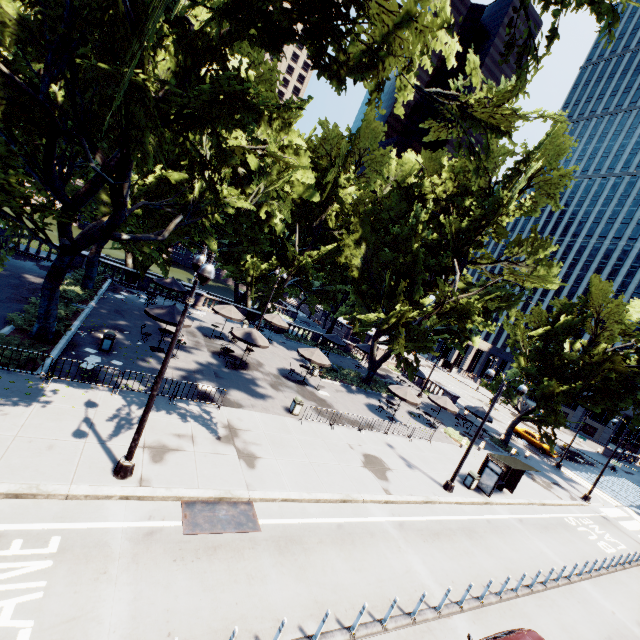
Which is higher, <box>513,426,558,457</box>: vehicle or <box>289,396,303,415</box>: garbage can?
<box>513,426,558,457</box>: vehicle

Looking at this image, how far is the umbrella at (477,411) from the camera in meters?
29.9

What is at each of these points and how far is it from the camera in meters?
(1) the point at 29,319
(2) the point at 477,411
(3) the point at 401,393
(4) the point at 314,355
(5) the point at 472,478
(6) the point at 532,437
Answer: (1) bush, 15.9
(2) umbrella, 30.3
(3) umbrella, 24.7
(4) umbrella, 24.0
(5) garbage can, 19.1
(6) vehicle, 37.8

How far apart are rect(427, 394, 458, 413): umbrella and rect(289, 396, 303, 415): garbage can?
13.87m

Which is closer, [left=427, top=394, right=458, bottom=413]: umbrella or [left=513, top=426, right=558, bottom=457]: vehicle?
[left=427, top=394, right=458, bottom=413]: umbrella

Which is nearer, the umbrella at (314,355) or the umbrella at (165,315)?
the umbrella at (165,315)

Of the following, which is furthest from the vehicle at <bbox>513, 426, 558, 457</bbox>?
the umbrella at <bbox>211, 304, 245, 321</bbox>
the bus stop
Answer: the umbrella at <bbox>211, 304, 245, 321</bbox>

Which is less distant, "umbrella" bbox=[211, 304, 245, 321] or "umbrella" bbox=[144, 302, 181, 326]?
"umbrella" bbox=[144, 302, 181, 326]
